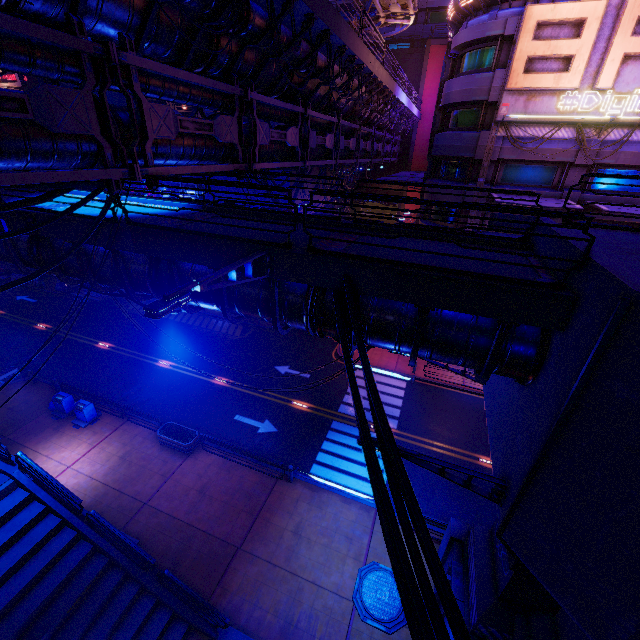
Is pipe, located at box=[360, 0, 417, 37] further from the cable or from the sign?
the cable

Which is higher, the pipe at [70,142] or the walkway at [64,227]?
the pipe at [70,142]

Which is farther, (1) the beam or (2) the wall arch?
(1) the beam

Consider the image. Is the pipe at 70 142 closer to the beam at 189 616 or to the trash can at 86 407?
the beam at 189 616

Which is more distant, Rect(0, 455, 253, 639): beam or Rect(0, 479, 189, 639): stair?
Rect(0, 455, 253, 639): beam

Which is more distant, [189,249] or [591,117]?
[591,117]

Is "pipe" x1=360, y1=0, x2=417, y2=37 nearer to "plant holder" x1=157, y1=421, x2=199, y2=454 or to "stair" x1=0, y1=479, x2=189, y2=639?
"stair" x1=0, y1=479, x2=189, y2=639

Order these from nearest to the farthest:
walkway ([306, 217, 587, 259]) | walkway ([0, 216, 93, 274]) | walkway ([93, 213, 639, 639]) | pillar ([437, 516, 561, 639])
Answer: walkway ([93, 213, 639, 639]), walkway ([306, 217, 587, 259]), pillar ([437, 516, 561, 639]), walkway ([0, 216, 93, 274])
